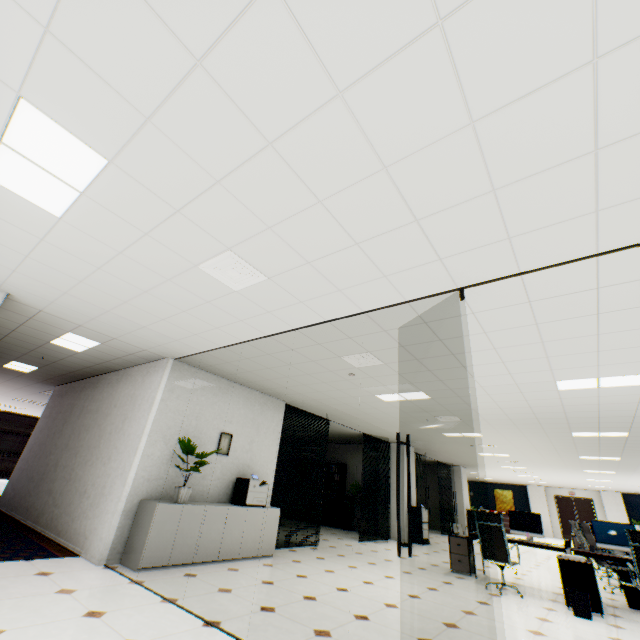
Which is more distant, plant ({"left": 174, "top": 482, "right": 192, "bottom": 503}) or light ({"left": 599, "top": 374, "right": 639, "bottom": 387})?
plant ({"left": 174, "top": 482, "right": 192, "bottom": 503})

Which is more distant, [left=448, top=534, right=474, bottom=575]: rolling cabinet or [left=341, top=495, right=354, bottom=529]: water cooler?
[left=341, top=495, right=354, bottom=529]: water cooler

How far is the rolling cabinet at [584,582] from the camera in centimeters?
478cm

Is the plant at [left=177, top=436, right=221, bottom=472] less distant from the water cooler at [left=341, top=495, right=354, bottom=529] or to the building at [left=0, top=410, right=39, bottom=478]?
the water cooler at [left=341, top=495, right=354, bottom=529]

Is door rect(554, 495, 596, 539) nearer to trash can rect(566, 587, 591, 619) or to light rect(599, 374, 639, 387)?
trash can rect(566, 587, 591, 619)

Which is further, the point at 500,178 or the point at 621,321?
the point at 621,321

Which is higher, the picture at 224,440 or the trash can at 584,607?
the picture at 224,440

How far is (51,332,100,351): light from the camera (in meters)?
5.27
